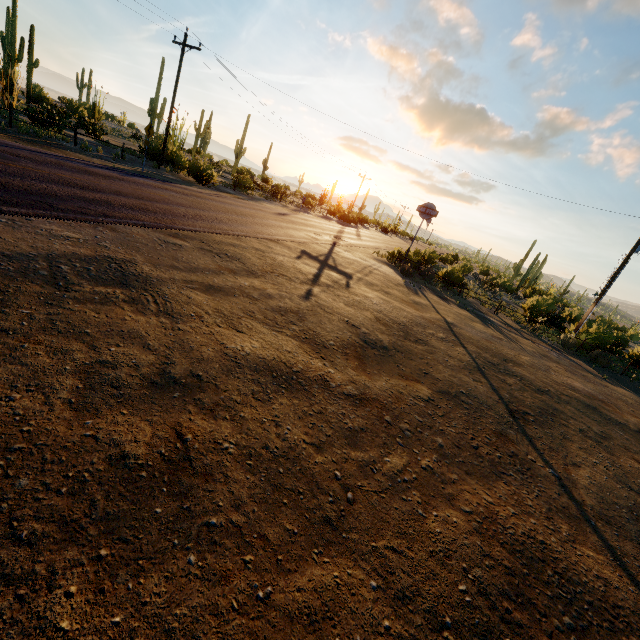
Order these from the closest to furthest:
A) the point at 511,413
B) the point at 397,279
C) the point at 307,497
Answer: the point at 307,497
the point at 511,413
the point at 397,279

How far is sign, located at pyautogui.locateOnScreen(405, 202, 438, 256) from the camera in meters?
22.7 m

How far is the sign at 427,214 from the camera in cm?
2267
